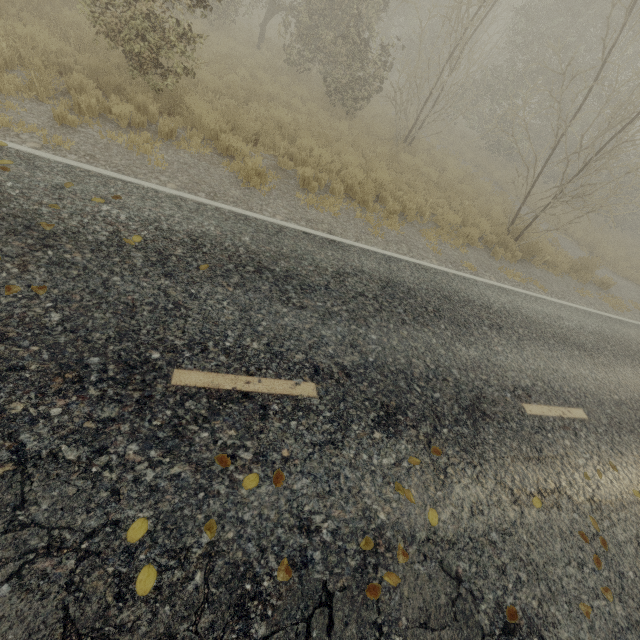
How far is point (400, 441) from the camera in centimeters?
363cm

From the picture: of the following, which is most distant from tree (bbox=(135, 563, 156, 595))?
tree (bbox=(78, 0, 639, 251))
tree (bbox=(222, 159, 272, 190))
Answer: tree (bbox=(78, 0, 639, 251))

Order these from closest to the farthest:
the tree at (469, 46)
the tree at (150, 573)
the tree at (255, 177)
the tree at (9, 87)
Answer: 1. the tree at (150, 573)
2. the tree at (9, 87)
3. the tree at (255, 177)
4. the tree at (469, 46)

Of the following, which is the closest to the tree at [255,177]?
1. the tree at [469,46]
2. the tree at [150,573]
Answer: the tree at [469,46]

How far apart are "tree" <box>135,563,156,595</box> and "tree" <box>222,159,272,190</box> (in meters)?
6.75

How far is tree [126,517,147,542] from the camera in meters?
2.2 m

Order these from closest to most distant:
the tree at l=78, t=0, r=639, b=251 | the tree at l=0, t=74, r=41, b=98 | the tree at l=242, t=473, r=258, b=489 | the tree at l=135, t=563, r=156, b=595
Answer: the tree at l=135, t=563, r=156, b=595
the tree at l=242, t=473, r=258, b=489
the tree at l=0, t=74, r=41, b=98
the tree at l=78, t=0, r=639, b=251

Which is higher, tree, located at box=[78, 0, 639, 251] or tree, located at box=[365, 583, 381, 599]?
tree, located at box=[78, 0, 639, 251]
